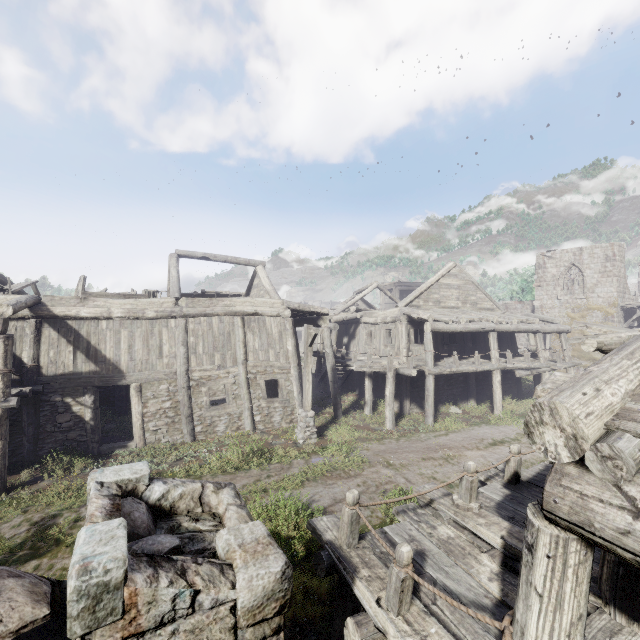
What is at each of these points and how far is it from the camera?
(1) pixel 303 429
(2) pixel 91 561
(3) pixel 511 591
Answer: (1) wooden lamp post, 13.00m
(2) building, 1.95m
(3) building, 3.93m

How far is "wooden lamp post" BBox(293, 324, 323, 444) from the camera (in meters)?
12.89

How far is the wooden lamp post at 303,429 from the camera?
12.9 meters

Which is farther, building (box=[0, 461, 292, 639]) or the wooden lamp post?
the wooden lamp post

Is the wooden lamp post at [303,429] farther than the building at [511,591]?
Yes
